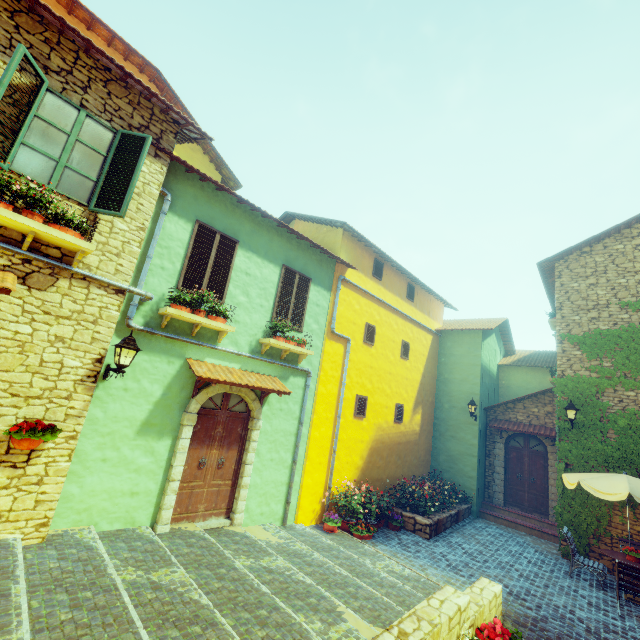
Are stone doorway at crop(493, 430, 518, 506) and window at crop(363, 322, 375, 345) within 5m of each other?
no

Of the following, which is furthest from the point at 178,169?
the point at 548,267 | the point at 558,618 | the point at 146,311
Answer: the point at 548,267

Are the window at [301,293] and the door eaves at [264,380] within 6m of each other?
yes

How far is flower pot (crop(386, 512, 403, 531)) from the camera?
9.72m

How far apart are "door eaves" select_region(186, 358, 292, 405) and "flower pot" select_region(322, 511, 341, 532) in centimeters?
369cm

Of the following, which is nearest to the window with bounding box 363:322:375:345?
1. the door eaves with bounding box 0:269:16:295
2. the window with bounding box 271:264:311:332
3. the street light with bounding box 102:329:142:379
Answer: the window with bounding box 271:264:311:332

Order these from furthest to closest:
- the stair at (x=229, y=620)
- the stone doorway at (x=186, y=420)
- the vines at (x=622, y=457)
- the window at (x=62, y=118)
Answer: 1. the vines at (x=622, y=457)
2. the stone doorway at (x=186, y=420)
3. the window at (x=62, y=118)
4. the stair at (x=229, y=620)

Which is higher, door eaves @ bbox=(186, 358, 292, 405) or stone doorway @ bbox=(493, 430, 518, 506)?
door eaves @ bbox=(186, 358, 292, 405)
